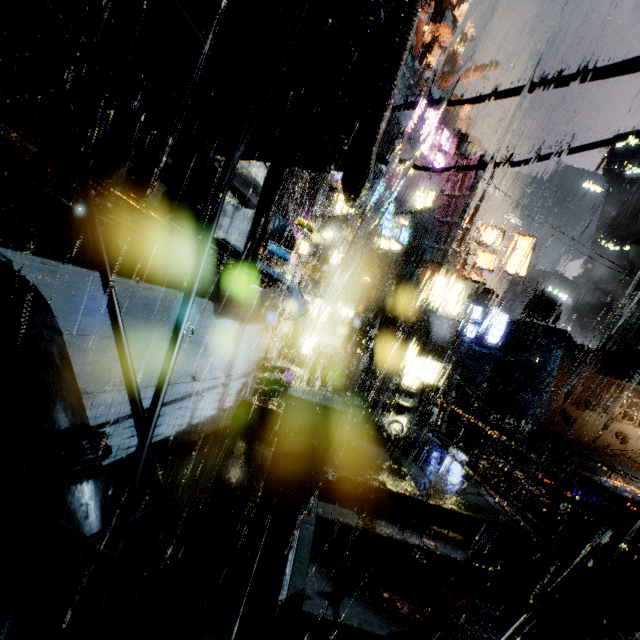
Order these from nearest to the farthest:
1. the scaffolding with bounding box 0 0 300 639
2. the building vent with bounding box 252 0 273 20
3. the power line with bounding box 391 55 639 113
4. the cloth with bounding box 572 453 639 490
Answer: the scaffolding with bounding box 0 0 300 639, the power line with bounding box 391 55 639 113, the building vent with bounding box 252 0 273 20, the cloth with bounding box 572 453 639 490

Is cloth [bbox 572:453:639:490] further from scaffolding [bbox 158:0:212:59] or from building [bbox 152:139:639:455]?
scaffolding [bbox 158:0:212:59]

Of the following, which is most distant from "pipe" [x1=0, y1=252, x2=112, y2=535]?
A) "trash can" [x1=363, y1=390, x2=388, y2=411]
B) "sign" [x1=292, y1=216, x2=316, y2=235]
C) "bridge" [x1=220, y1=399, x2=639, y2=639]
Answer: "sign" [x1=292, y1=216, x2=316, y2=235]

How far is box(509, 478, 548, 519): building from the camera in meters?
9.7

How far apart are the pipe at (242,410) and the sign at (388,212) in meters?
12.3

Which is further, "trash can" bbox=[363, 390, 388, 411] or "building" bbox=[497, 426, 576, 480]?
"building" bbox=[497, 426, 576, 480]

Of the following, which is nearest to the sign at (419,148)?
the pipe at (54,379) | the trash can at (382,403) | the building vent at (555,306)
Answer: the trash can at (382,403)

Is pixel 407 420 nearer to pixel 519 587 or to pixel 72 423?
pixel 519 587
